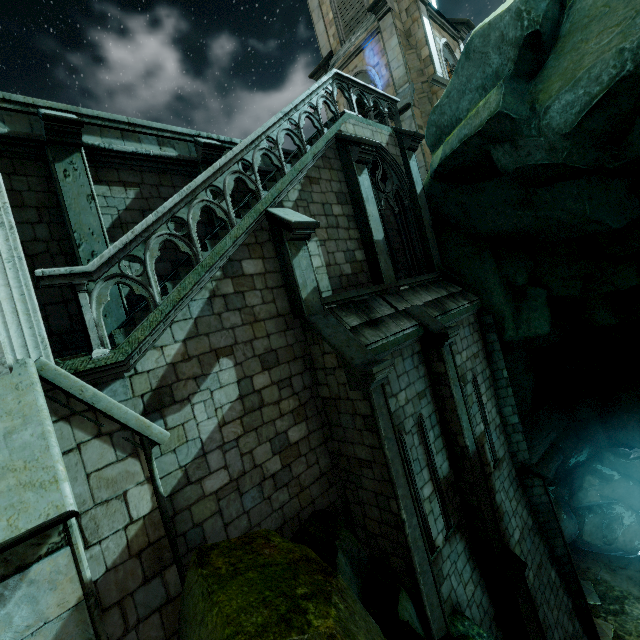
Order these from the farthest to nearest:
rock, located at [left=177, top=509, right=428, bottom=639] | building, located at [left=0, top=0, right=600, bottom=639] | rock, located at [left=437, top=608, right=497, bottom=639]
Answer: rock, located at [left=437, top=608, right=497, bottom=639] → building, located at [left=0, top=0, right=600, bottom=639] → rock, located at [left=177, top=509, right=428, bottom=639]

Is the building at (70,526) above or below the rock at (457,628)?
above

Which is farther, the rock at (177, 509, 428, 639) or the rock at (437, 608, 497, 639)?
the rock at (437, 608, 497, 639)

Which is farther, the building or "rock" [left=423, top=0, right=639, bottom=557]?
"rock" [left=423, top=0, right=639, bottom=557]

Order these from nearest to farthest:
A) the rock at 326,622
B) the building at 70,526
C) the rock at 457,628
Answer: the rock at 326,622 → the building at 70,526 → the rock at 457,628

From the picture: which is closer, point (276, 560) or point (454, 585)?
point (276, 560)

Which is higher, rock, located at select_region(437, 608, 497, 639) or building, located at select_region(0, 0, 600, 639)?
building, located at select_region(0, 0, 600, 639)
